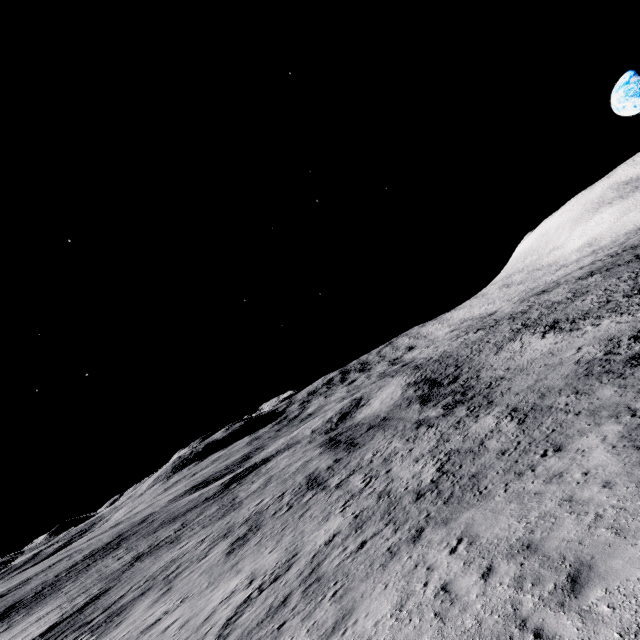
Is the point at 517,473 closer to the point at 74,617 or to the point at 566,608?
the point at 566,608
